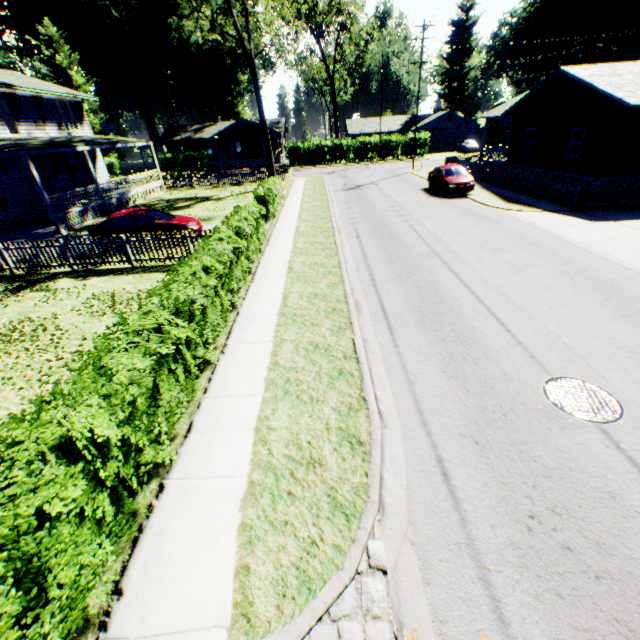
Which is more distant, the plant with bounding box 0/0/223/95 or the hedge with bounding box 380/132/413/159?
the hedge with bounding box 380/132/413/159

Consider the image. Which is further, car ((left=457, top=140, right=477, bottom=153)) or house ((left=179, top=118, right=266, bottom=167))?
house ((left=179, top=118, right=266, bottom=167))

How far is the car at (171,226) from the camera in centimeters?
1468cm

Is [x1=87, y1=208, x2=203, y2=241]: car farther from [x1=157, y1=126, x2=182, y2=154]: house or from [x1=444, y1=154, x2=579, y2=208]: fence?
[x1=157, y1=126, x2=182, y2=154]: house

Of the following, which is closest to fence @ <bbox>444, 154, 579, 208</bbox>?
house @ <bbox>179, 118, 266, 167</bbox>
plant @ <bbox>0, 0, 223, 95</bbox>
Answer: house @ <bbox>179, 118, 266, 167</bbox>

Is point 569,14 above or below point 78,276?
above

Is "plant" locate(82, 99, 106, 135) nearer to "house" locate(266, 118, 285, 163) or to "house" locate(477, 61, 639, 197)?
"house" locate(266, 118, 285, 163)

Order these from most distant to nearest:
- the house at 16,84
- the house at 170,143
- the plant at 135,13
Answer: the house at 170,143
the plant at 135,13
the house at 16,84
